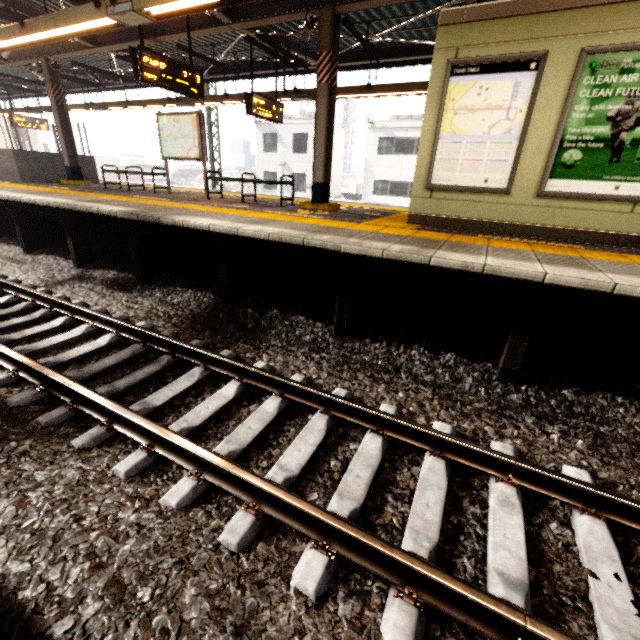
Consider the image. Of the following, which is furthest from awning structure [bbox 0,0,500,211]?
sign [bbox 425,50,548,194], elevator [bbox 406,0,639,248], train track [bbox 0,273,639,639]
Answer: train track [bbox 0,273,639,639]

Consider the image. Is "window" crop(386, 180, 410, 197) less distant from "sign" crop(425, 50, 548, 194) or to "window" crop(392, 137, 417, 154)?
"window" crop(392, 137, 417, 154)

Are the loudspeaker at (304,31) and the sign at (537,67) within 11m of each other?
yes

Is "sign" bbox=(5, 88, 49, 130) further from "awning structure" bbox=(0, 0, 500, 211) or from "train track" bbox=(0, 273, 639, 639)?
"train track" bbox=(0, 273, 639, 639)

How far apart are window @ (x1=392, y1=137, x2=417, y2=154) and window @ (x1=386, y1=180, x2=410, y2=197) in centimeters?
172cm

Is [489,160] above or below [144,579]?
above

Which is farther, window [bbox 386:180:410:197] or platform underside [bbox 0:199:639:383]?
window [bbox 386:180:410:197]

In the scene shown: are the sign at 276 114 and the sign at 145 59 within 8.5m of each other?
yes
